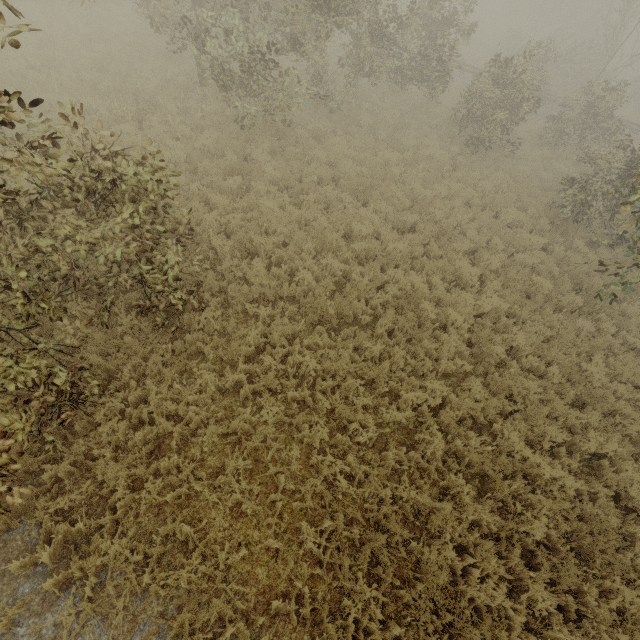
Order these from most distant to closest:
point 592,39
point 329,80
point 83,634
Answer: point 592,39
point 329,80
point 83,634
